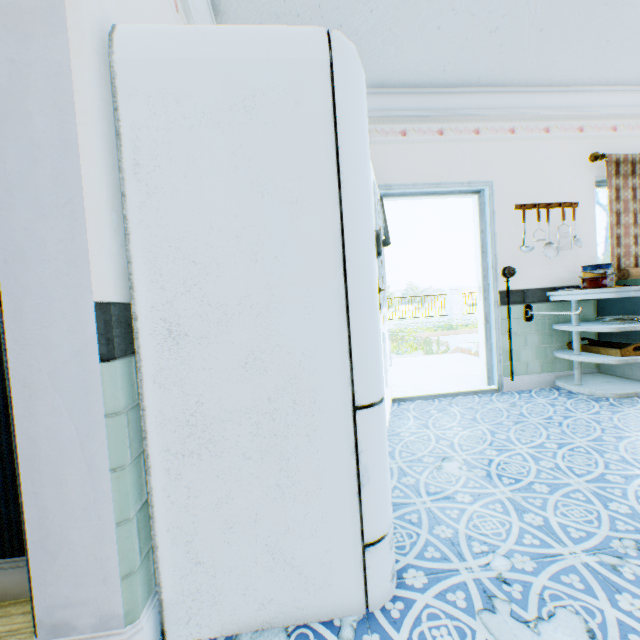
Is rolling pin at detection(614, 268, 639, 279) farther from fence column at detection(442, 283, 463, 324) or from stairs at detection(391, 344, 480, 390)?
fence column at detection(442, 283, 463, 324)

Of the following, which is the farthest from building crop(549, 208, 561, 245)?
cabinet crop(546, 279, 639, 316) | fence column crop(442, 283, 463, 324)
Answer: fence column crop(442, 283, 463, 324)

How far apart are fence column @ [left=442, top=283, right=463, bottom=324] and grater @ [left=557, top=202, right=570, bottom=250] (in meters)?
15.37

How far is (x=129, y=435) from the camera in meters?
1.0 m

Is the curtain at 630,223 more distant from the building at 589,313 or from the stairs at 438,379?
the stairs at 438,379

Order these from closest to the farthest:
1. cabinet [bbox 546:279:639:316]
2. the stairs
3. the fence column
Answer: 1. cabinet [bbox 546:279:639:316]
2. the stairs
3. the fence column

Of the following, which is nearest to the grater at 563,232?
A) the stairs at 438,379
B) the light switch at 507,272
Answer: the light switch at 507,272

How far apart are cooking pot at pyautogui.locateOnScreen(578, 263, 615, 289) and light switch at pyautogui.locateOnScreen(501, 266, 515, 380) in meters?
0.6 m
